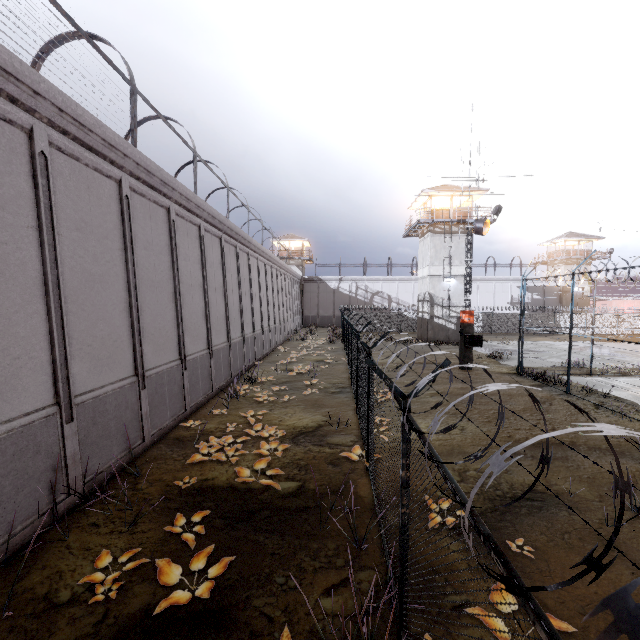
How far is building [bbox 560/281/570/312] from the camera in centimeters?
4897cm

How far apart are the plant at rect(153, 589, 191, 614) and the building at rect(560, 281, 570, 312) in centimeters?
5930cm

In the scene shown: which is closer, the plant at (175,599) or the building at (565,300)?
the plant at (175,599)

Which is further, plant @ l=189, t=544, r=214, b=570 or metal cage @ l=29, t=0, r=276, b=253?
metal cage @ l=29, t=0, r=276, b=253

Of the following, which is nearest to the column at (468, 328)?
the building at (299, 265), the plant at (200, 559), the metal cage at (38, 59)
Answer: the metal cage at (38, 59)

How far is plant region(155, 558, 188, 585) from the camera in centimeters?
452cm

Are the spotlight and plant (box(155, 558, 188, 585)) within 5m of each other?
no

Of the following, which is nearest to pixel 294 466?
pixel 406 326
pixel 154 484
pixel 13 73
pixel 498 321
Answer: pixel 154 484
